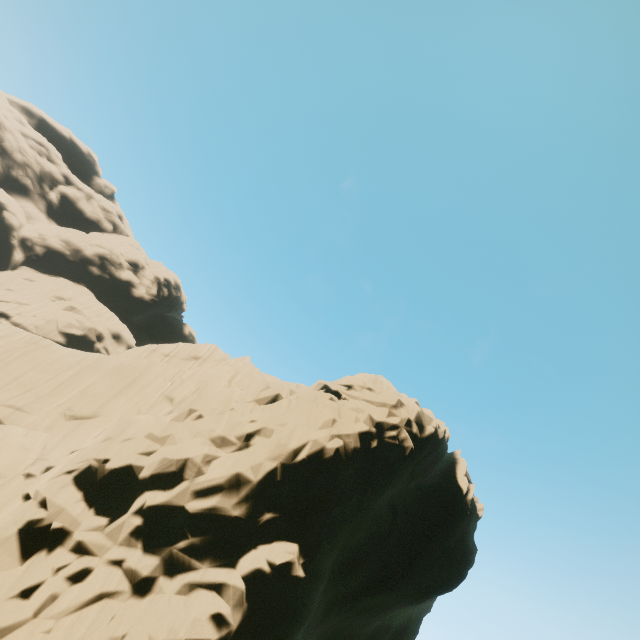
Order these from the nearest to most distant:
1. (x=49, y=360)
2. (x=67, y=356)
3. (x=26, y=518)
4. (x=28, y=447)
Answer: (x=26, y=518) → (x=28, y=447) → (x=49, y=360) → (x=67, y=356)
